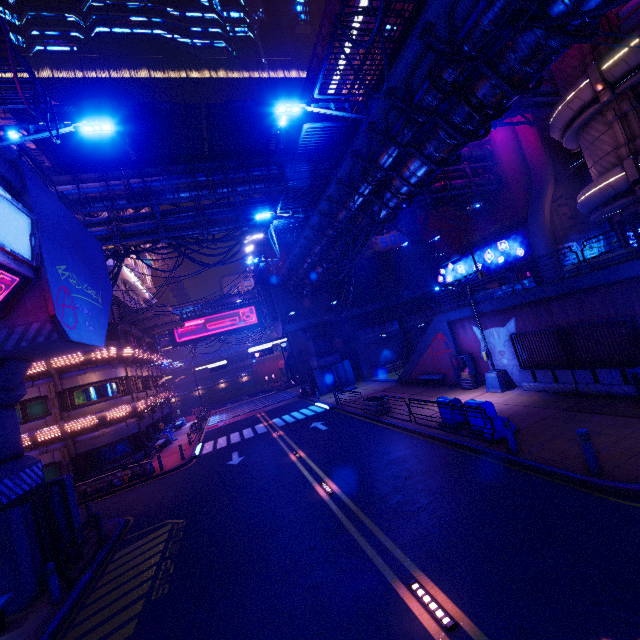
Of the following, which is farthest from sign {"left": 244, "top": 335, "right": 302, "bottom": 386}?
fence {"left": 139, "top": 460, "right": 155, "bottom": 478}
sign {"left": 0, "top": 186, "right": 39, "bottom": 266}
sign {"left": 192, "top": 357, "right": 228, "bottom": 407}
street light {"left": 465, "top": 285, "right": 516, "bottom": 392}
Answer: sign {"left": 0, "top": 186, "right": 39, "bottom": 266}

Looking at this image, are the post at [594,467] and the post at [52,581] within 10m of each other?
no

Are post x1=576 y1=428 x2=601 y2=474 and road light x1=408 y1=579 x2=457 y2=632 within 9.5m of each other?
yes

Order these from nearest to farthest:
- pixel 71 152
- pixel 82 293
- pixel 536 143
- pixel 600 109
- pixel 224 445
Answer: pixel 82 293
pixel 600 109
pixel 71 152
pixel 224 445
pixel 536 143

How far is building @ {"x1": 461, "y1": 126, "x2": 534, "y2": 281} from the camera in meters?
28.2

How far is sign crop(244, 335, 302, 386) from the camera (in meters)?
36.59

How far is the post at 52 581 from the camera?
8.87m
